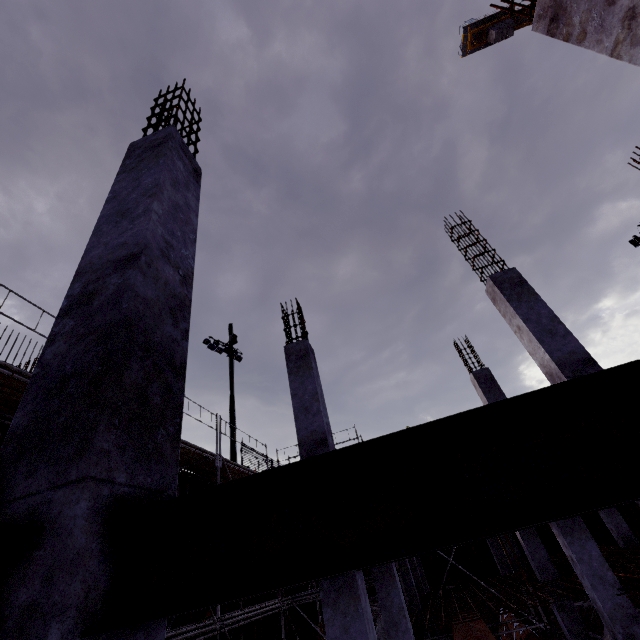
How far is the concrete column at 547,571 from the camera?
11.3m

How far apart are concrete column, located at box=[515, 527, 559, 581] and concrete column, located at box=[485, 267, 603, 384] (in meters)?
9.35

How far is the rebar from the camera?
8.27m

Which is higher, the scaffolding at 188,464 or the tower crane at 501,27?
the tower crane at 501,27

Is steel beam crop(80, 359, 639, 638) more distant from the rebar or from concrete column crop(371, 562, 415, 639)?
concrete column crop(371, 562, 415, 639)

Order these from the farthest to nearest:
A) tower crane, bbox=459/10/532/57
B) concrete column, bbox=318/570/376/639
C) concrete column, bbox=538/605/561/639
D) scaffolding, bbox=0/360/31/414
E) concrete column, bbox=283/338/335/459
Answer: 1. tower crane, bbox=459/10/532/57
2. concrete column, bbox=538/605/561/639
3. concrete column, bbox=283/338/335/459
4. scaffolding, bbox=0/360/31/414
5. concrete column, bbox=318/570/376/639

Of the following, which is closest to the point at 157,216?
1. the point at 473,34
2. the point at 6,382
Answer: the point at 6,382

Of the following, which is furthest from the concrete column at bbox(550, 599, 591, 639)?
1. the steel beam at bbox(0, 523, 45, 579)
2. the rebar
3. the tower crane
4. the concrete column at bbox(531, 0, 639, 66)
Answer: the tower crane
